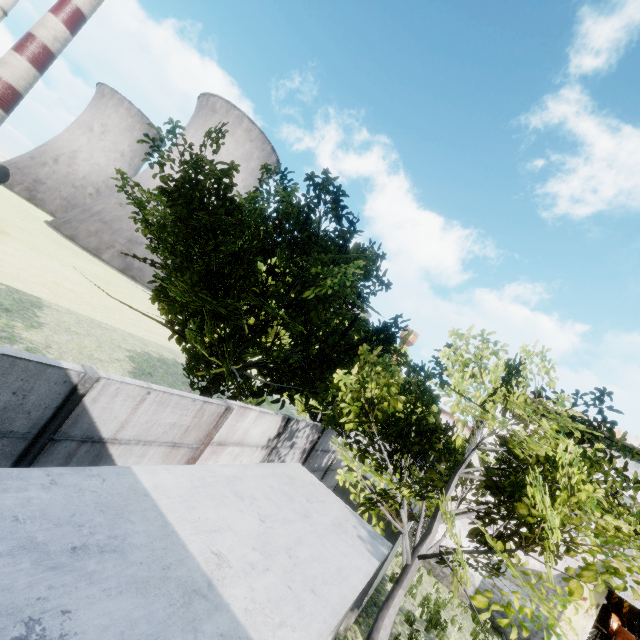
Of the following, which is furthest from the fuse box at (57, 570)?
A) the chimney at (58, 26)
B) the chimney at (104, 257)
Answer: the chimney at (58, 26)

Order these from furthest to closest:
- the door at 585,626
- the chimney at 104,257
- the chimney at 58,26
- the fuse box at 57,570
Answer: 1. the chimney at 104,257
2. the chimney at 58,26
3. the door at 585,626
4. the fuse box at 57,570

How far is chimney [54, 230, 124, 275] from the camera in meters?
58.6

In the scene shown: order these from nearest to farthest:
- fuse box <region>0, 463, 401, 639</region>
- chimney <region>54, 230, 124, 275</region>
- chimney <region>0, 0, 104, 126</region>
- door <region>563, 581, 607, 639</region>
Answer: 1. fuse box <region>0, 463, 401, 639</region>
2. door <region>563, 581, 607, 639</region>
3. chimney <region>0, 0, 104, 126</region>
4. chimney <region>54, 230, 124, 275</region>

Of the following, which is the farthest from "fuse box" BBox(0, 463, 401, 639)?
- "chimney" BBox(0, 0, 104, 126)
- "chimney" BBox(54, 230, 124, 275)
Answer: "chimney" BBox(0, 0, 104, 126)

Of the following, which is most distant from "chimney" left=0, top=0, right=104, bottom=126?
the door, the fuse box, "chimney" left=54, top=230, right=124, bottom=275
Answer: the door

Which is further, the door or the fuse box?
the door

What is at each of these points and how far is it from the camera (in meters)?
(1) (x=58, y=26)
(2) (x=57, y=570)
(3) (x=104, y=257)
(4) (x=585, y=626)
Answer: (1) chimney, 45.66
(2) fuse box, 1.91
(3) chimney, 59.44
(4) door, 12.73
